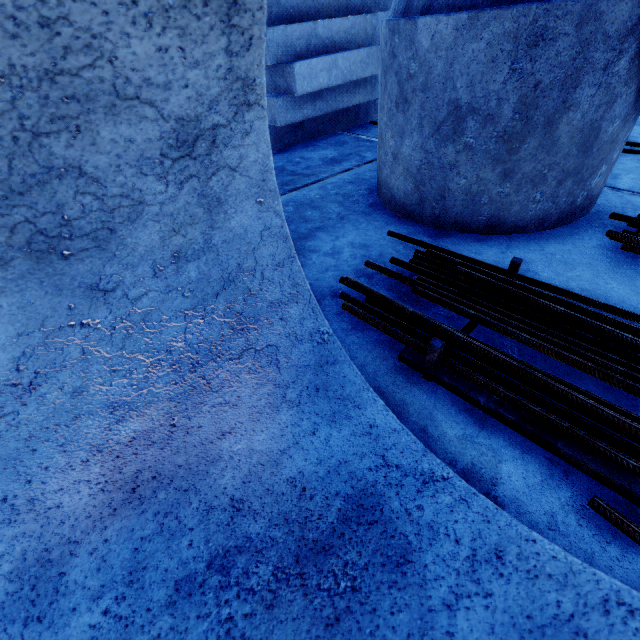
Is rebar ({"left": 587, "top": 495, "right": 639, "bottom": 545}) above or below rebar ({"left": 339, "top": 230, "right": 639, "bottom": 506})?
below

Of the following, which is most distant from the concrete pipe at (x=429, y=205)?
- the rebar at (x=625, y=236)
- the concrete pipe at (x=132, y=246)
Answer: the concrete pipe at (x=132, y=246)

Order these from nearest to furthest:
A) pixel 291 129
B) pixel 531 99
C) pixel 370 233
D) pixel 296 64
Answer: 1. pixel 531 99
2. pixel 370 233
3. pixel 296 64
4. pixel 291 129

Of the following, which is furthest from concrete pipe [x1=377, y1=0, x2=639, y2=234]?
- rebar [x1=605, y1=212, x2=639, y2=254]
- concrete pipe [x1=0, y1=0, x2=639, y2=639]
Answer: concrete pipe [x1=0, y1=0, x2=639, y2=639]

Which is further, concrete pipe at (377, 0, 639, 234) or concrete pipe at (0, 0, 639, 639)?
concrete pipe at (377, 0, 639, 234)

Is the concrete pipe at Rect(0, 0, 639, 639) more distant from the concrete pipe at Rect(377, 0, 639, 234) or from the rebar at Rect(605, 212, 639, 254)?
the concrete pipe at Rect(377, 0, 639, 234)

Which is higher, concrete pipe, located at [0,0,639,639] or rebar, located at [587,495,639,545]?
concrete pipe, located at [0,0,639,639]

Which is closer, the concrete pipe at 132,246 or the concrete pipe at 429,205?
the concrete pipe at 132,246
